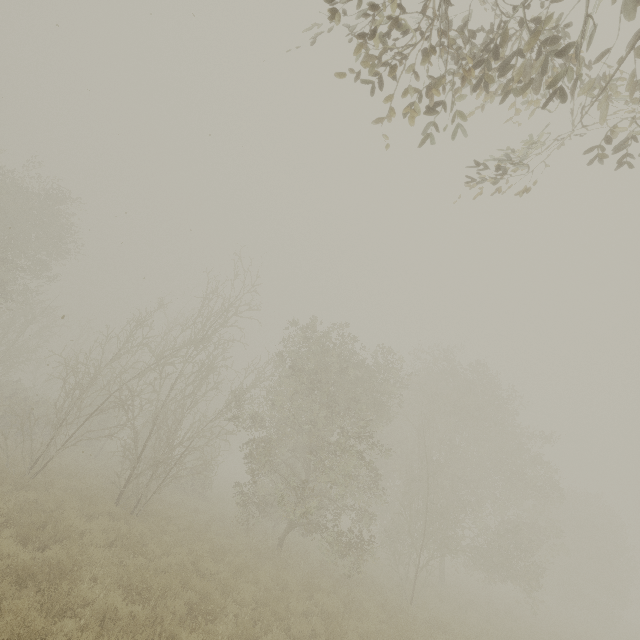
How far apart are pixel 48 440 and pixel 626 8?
17.4 meters
